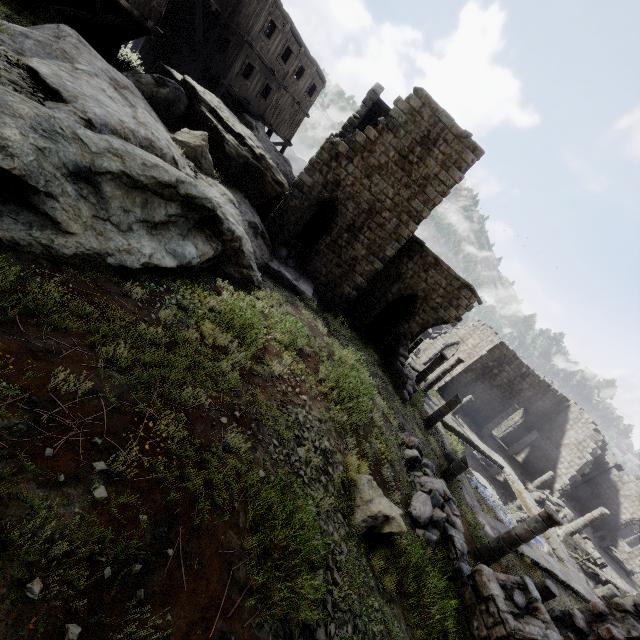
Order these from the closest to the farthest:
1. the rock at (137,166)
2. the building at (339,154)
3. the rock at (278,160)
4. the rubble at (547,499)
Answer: the rock at (137,166) < the building at (339,154) < the rock at (278,160) < the rubble at (547,499)

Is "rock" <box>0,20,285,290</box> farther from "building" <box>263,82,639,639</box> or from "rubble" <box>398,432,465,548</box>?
"rubble" <box>398,432,465,548</box>

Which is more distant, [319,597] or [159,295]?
[159,295]

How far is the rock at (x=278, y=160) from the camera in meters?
19.7

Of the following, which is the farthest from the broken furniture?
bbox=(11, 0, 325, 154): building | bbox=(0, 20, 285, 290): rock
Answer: bbox=(0, 20, 285, 290): rock

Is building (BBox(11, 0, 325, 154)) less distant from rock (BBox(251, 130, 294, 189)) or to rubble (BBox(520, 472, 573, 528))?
rubble (BBox(520, 472, 573, 528))

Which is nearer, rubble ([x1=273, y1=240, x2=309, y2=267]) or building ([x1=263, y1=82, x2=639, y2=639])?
building ([x1=263, y1=82, x2=639, y2=639])

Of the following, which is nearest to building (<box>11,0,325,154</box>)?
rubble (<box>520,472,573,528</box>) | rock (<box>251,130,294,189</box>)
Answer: rubble (<box>520,472,573,528</box>)
